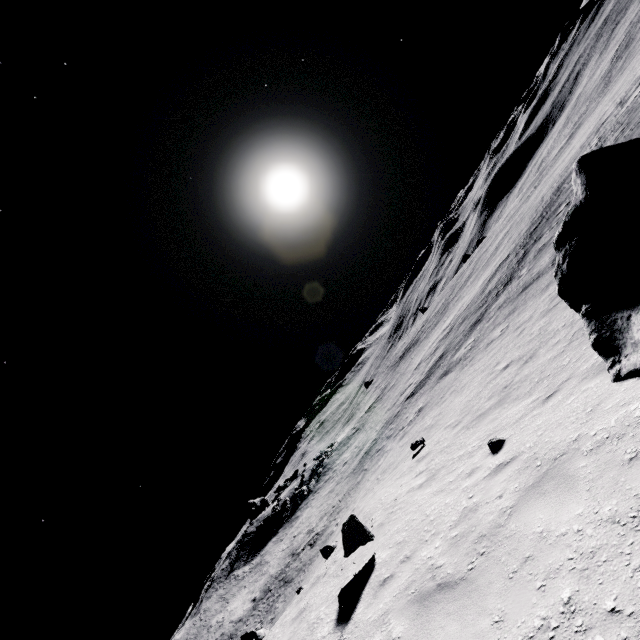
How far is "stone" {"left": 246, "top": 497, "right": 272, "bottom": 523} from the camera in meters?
46.4 m

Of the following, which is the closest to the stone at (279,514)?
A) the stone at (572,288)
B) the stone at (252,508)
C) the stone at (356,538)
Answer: the stone at (252,508)

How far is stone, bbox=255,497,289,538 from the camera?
35.1 meters

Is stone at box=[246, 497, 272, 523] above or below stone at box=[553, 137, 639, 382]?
above

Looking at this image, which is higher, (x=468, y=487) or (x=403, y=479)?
(x=468, y=487)

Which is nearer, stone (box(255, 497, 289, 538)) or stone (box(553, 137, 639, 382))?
stone (box(553, 137, 639, 382))

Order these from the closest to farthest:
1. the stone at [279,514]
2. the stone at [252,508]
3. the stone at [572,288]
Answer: the stone at [572,288], the stone at [279,514], the stone at [252,508]

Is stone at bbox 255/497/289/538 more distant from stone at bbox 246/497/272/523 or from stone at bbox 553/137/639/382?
stone at bbox 553/137/639/382
